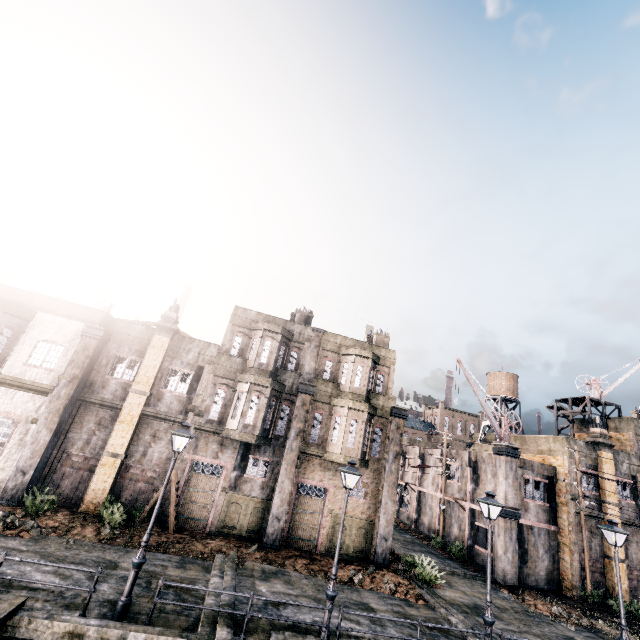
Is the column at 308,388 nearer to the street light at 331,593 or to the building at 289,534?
the building at 289,534

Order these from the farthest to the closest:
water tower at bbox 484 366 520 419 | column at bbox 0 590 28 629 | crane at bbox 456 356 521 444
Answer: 1. water tower at bbox 484 366 520 419
2. crane at bbox 456 356 521 444
3. column at bbox 0 590 28 629

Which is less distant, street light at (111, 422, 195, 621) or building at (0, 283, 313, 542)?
street light at (111, 422, 195, 621)

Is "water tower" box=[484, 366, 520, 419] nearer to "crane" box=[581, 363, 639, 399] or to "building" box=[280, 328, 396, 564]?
"crane" box=[581, 363, 639, 399]

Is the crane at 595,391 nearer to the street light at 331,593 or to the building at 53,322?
the building at 53,322

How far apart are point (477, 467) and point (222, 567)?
23.1 meters

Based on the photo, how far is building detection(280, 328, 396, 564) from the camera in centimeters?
Answer: 1988cm

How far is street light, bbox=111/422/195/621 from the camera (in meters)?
9.84
